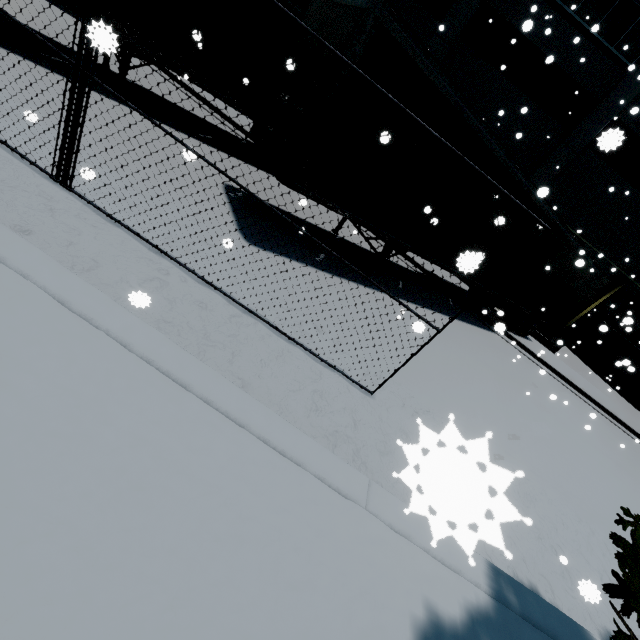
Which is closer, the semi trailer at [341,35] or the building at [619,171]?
the semi trailer at [341,35]

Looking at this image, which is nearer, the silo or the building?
the building

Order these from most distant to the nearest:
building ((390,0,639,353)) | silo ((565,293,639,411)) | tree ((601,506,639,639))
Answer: silo ((565,293,639,411)) → building ((390,0,639,353)) → tree ((601,506,639,639))

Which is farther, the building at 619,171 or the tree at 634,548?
the building at 619,171

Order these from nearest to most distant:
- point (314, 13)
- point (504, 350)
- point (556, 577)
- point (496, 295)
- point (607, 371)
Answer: point (556, 577) → point (314, 13) → point (496, 295) → point (504, 350) → point (607, 371)

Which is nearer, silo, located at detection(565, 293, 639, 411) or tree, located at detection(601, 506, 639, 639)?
tree, located at detection(601, 506, 639, 639)

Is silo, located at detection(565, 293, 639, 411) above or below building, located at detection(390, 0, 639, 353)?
below

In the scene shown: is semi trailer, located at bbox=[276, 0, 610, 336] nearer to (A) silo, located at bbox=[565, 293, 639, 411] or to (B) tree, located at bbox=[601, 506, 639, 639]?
(A) silo, located at bbox=[565, 293, 639, 411]
